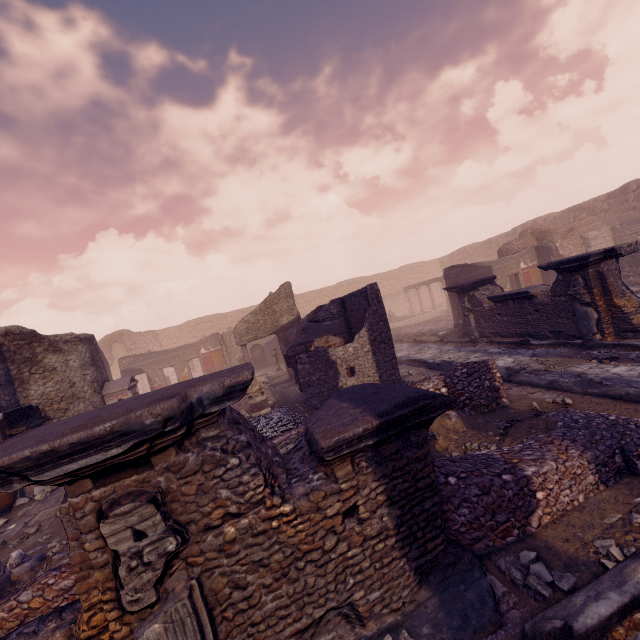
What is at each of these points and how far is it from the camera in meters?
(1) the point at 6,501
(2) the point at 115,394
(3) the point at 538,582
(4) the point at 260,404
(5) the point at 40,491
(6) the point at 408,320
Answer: (1) vase, 7.3 m
(2) altar, 11.5 m
(3) stone, 2.5 m
(4) sculpture, 9.7 m
(5) rocks, 8.1 m
(6) pool, 22.9 m

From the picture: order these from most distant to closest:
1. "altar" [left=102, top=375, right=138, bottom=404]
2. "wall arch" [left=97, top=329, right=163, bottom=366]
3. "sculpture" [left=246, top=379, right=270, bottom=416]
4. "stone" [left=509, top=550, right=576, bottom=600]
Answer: "wall arch" [left=97, top=329, right=163, bottom=366]
"altar" [left=102, top=375, right=138, bottom=404]
"sculpture" [left=246, top=379, right=270, bottom=416]
"stone" [left=509, top=550, right=576, bottom=600]

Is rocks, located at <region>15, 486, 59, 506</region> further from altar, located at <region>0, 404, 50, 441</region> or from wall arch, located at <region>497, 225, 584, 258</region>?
wall arch, located at <region>497, 225, 584, 258</region>

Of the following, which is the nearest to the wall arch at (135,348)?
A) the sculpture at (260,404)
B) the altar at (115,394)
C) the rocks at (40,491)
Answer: the altar at (115,394)

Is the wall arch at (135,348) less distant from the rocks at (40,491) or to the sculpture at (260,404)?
the rocks at (40,491)

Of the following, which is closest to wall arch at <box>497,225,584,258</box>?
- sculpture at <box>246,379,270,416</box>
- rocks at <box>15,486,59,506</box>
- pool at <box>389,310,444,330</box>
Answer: pool at <box>389,310,444,330</box>

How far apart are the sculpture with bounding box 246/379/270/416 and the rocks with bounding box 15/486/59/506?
4.85m

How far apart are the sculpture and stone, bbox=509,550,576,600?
7.8 meters
